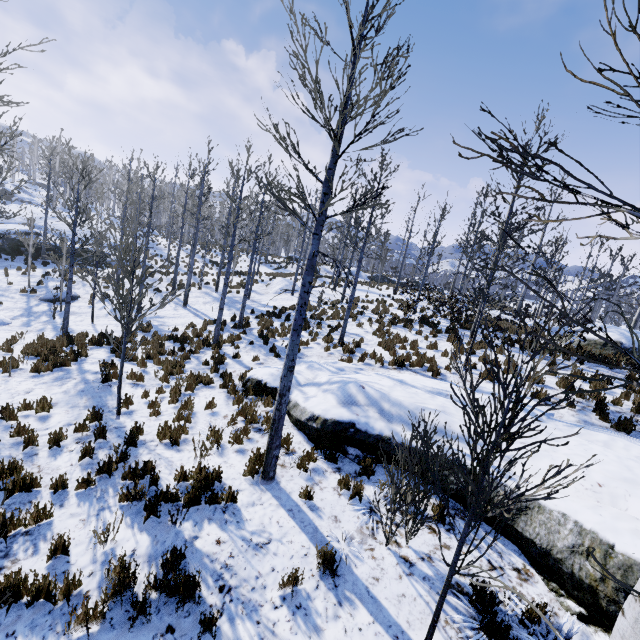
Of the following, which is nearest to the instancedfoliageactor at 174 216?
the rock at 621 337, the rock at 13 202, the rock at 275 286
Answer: the rock at 13 202

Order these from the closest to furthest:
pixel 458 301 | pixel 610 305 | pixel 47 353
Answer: pixel 47 353
pixel 458 301
pixel 610 305

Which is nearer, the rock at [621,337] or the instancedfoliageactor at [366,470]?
the instancedfoliageactor at [366,470]

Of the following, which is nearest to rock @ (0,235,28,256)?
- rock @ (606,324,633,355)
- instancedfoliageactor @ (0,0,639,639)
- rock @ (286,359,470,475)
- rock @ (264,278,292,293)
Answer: instancedfoliageactor @ (0,0,639,639)

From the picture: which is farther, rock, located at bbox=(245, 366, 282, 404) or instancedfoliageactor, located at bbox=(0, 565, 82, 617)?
rock, located at bbox=(245, 366, 282, 404)

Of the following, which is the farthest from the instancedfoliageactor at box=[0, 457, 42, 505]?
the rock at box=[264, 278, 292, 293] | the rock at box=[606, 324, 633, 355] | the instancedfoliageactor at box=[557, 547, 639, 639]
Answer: the instancedfoliageactor at box=[557, 547, 639, 639]

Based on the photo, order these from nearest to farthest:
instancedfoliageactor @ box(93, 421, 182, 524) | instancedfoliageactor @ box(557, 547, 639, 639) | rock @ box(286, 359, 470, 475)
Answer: instancedfoliageactor @ box(557, 547, 639, 639), instancedfoliageactor @ box(93, 421, 182, 524), rock @ box(286, 359, 470, 475)
